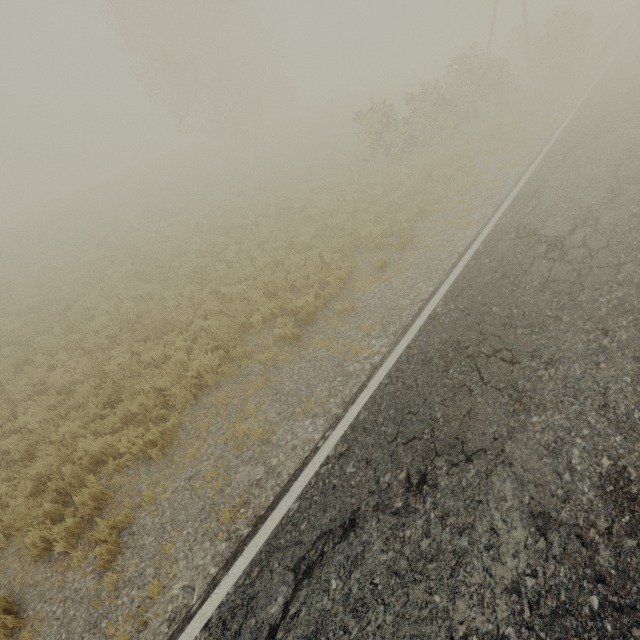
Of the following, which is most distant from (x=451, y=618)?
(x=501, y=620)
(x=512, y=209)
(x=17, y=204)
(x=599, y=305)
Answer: (x=17, y=204)
